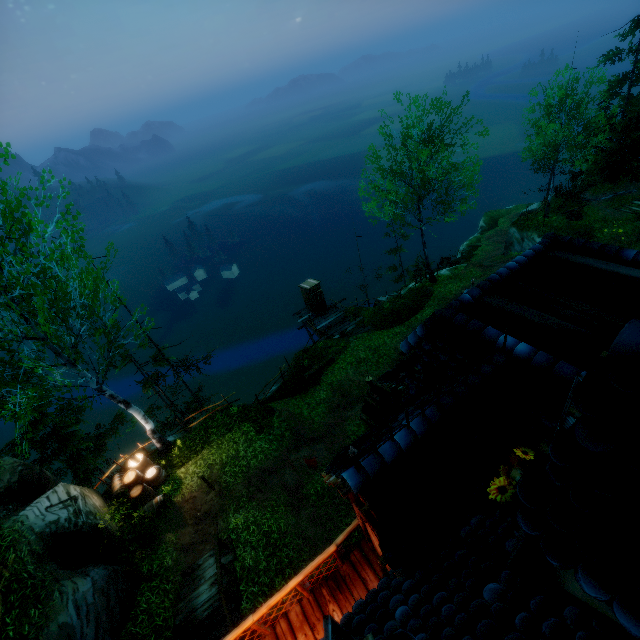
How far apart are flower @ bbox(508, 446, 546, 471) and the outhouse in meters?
20.2

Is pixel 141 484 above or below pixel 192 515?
above

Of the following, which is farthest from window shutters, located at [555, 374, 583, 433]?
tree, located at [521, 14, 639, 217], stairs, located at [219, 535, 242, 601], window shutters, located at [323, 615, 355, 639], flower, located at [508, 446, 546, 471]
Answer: tree, located at [521, 14, 639, 217]

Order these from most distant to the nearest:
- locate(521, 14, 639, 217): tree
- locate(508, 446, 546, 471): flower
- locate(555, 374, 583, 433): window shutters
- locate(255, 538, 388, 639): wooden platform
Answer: locate(521, 14, 639, 217): tree, locate(255, 538, 388, 639): wooden platform, locate(508, 446, 546, 471): flower, locate(555, 374, 583, 433): window shutters

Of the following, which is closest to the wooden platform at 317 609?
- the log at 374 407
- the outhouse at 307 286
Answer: the log at 374 407

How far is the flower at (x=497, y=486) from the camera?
3.3m

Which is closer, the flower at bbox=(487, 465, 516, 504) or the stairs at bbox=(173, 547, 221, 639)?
the flower at bbox=(487, 465, 516, 504)
